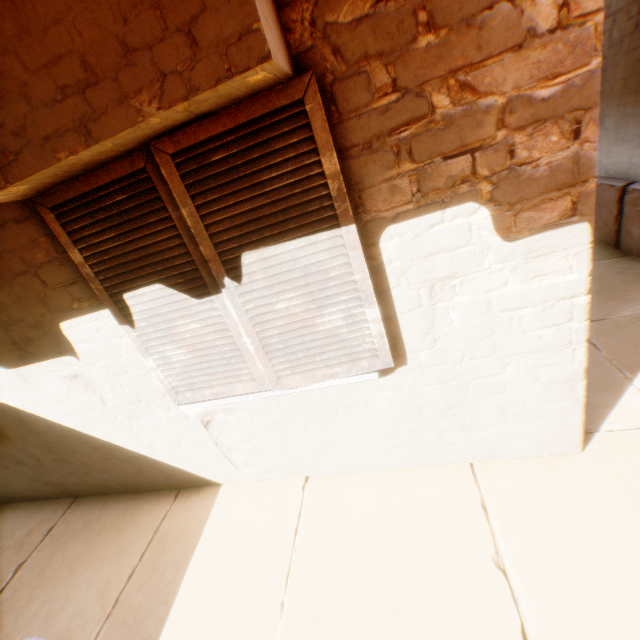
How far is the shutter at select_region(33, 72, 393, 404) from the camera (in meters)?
1.47

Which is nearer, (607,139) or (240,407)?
(240,407)

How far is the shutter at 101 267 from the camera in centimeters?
147cm
